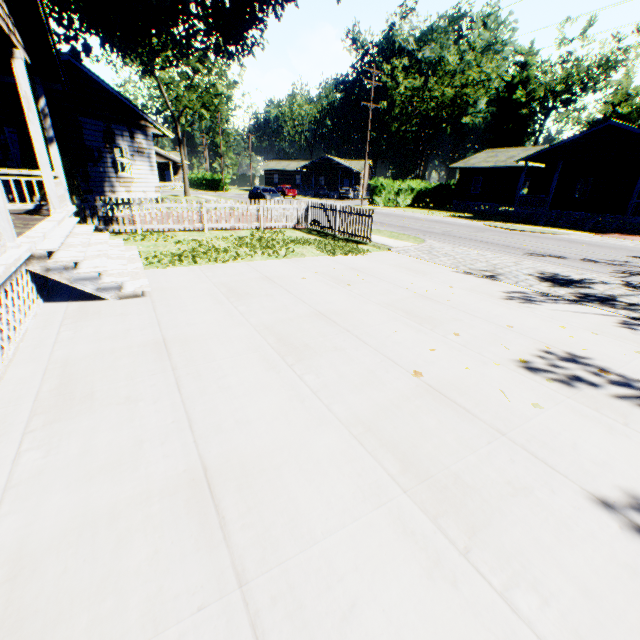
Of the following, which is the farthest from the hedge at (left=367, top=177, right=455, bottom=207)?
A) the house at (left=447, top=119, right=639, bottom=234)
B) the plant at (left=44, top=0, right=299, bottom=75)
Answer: the plant at (left=44, top=0, right=299, bottom=75)

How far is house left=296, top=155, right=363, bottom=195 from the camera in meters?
55.9 m

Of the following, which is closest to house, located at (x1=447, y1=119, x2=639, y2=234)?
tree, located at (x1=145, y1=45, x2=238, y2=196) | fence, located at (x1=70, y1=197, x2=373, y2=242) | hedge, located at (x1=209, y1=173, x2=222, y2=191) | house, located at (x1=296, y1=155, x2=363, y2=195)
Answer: fence, located at (x1=70, y1=197, x2=373, y2=242)

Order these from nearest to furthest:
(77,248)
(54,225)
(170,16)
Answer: (77,248), (54,225), (170,16)

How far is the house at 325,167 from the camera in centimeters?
5591cm

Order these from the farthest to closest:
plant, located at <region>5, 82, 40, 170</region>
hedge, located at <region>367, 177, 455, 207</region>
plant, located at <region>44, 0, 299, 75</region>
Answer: hedge, located at <region>367, 177, 455, 207</region>, plant, located at <region>5, 82, 40, 170</region>, plant, located at <region>44, 0, 299, 75</region>

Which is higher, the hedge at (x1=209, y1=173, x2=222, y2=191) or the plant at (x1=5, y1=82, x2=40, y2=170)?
the plant at (x1=5, y1=82, x2=40, y2=170)

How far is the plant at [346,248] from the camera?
10.34m
